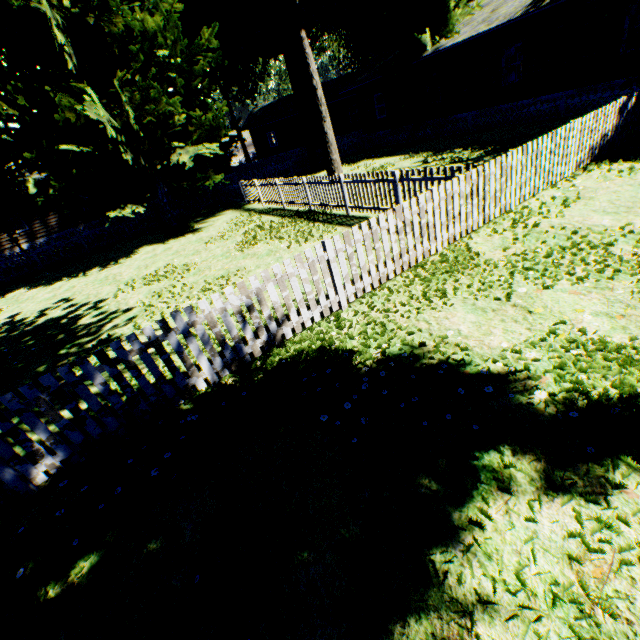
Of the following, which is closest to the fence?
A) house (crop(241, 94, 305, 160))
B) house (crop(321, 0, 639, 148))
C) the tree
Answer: house (crop(321, 0, 639, 148))

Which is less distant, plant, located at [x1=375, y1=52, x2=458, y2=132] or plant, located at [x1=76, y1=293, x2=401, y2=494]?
plant, located at [x1=76, y1=293, x2=401, y2=494]

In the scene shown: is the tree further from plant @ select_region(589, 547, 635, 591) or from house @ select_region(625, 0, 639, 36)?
house @ select_region(625, 0, 639, 36)

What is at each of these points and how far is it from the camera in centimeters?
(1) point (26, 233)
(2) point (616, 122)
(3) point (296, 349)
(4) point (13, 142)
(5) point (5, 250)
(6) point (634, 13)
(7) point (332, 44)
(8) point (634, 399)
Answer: (1) house, 2470cm
(2) fence, 880cm
(3) plant, 500cm
(4) plant, 1296cm
(5) house, 2438cm
(6) house, 1873cm
(7) tree, 5403cm
(8) plant, 291cm

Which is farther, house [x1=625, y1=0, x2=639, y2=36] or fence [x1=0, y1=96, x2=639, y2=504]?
house [x1=625, y1=0, x2=639, y2=36]

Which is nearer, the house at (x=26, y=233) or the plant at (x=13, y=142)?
the plant at (x=13, y=142)

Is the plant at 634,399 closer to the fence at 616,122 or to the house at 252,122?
the fence at 616,122

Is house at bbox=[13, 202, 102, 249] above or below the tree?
below
